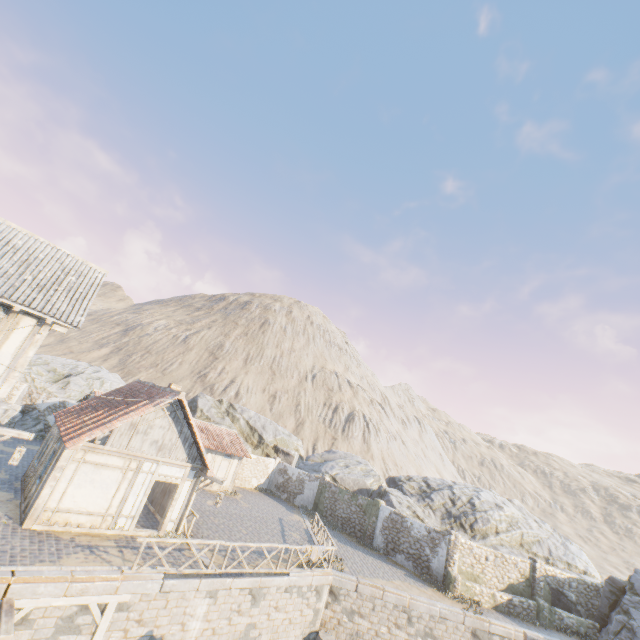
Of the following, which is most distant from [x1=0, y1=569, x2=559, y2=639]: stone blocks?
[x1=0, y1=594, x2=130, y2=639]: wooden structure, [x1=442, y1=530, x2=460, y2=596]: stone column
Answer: [x1=442, y1=530, x2=460, y2=596]: stone column

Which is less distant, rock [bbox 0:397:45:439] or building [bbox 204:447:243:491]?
rock [bbox 0:397:45:439]

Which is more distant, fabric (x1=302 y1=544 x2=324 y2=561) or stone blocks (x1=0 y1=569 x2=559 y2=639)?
fabric (x1=302 y1=544 x2=324 y2=561)

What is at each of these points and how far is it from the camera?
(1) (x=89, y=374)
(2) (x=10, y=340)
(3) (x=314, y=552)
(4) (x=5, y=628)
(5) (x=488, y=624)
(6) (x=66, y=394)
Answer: (1) rock, 33.0 meters
(2) building, 11.2 meters
(3) fabric, 15.8 meters
(4) wooden structure, 7.6 meters
(5) stone blocks, 16.8 meters
(6) rock, 27.5 meters

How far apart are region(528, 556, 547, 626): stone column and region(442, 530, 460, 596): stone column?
4.96m

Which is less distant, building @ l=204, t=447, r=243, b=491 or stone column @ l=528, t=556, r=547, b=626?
stone column @ l=528, t=556, r=547, b=626

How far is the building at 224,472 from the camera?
25.4m

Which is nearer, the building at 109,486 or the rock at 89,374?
the building at 109,486
